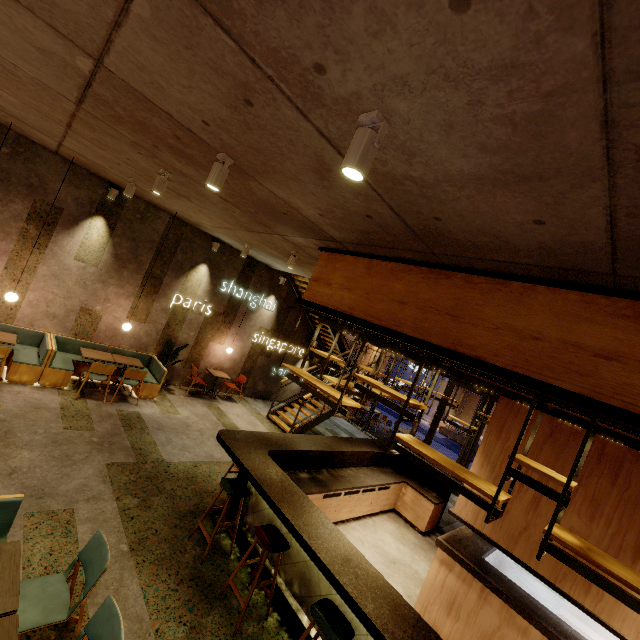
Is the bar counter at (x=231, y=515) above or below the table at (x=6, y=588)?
below

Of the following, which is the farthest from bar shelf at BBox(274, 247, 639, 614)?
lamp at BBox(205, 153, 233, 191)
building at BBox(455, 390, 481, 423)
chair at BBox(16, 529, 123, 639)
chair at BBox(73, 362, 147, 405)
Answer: building at BBox(455, 390, 481, 423)

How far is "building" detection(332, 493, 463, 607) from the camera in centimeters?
542cm

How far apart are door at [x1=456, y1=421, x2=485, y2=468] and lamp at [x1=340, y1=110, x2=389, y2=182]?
10.8 meters

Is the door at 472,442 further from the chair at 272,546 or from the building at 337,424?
the chair at 272,546

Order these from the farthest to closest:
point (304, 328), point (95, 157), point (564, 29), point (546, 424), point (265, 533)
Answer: point (304, 328)
point (95, 157)
point (546, 424)
point (265, 533)
point (564, 29)

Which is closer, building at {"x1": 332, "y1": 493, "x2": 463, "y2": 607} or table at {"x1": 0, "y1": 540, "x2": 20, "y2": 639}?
table at {"x1": 0, "y1": 540, "x2": 20, "y2": 639}

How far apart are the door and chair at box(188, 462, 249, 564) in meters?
8.7
